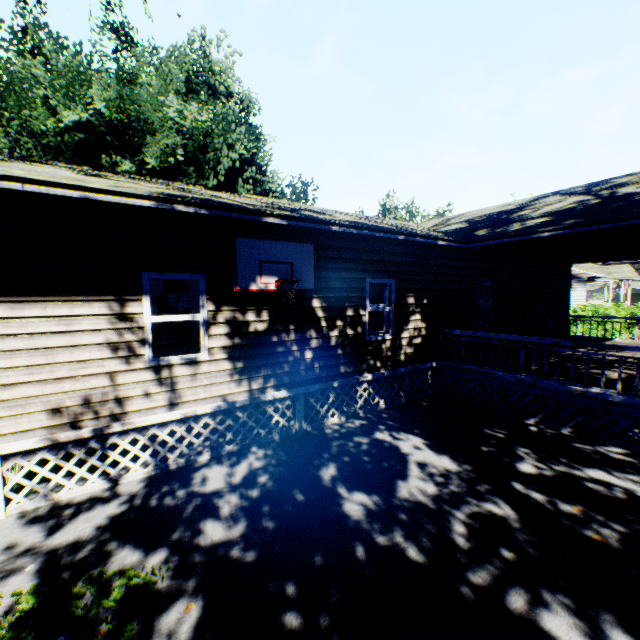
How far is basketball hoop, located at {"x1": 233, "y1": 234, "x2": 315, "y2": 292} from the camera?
5.9 meters

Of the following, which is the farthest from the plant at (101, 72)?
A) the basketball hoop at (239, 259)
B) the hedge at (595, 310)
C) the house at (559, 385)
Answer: the hedge at (595, 310)

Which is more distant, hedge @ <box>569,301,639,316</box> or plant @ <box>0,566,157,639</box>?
hedge @ <box>569,301,639,316</box>

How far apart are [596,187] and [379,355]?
8.3 meters

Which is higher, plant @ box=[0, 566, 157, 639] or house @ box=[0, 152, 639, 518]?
house @ box=[0, 152, 639, 518]

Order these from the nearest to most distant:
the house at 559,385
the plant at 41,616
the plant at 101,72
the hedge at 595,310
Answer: the plant at 41,616 → the house at 559,385 → the plant at 101,72 → the hedge at 595,310

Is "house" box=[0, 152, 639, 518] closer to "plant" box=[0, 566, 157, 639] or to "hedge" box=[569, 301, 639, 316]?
"plant" box=[0, 566, 157, 639]

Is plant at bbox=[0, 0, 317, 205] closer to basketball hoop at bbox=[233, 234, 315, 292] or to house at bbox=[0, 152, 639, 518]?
house at bbox=[0, 152, 639, 518]
